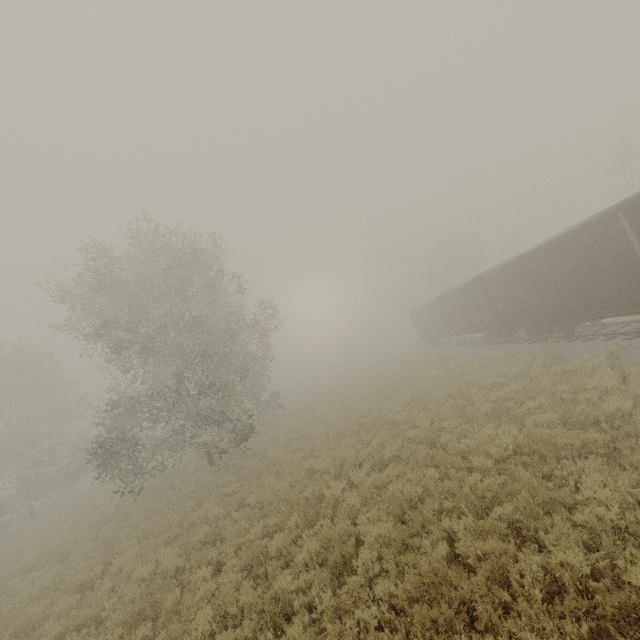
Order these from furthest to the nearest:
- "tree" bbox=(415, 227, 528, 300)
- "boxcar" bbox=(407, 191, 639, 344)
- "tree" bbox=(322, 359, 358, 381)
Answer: "tree" bbox=(322, 359, 358, 381), "tree" bbox=(415, 227, 528, 300), "boxcar" bbox=(407, 191, 639, 344)

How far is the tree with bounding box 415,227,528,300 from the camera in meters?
→ 44.9

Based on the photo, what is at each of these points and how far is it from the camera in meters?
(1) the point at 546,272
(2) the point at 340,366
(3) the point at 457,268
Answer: (1) boxcar, 14.7 m
(2) tree, 55.4 m
(3) tree, 45.4 m

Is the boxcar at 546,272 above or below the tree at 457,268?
below

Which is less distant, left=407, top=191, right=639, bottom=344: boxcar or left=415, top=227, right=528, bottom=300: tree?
left=407, top=191, right=639, bottom=344: boxcar

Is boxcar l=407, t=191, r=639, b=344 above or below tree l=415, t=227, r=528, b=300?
below
